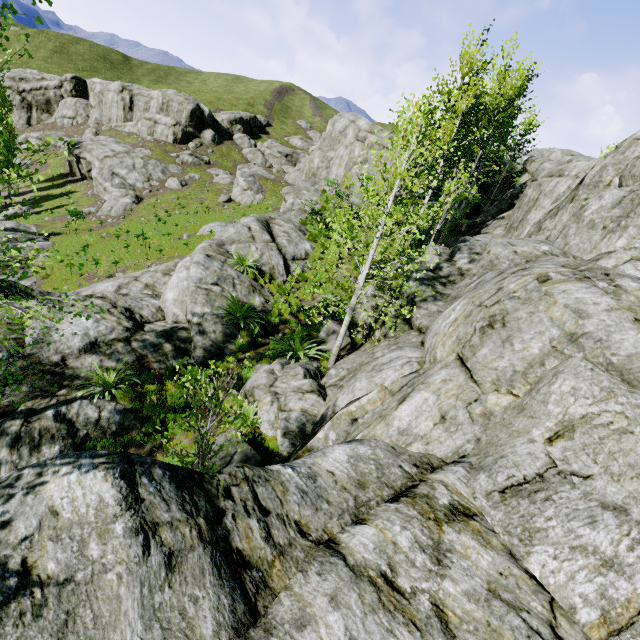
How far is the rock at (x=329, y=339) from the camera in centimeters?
1106cm

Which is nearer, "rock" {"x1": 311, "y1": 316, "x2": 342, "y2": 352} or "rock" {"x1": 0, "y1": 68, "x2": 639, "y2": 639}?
"rock" {"x1": 0, "y1": 68, "x2": 639, "y2": 639}

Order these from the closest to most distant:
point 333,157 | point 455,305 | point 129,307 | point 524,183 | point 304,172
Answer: point 455,305 → point 129,307 → point 524,183 → point 333,157 → point 304,172

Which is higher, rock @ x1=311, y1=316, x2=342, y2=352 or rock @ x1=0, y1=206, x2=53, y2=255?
rock @ x1=311, y1=316, x2=342, y2=352

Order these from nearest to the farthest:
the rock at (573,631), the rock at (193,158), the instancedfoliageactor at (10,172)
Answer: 1. the rock at (573,631)
2. the instancedfoliageactor at (10,172)
3. the rock at (193,158)

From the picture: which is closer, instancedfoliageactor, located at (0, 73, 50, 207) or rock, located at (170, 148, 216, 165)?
instancedfoliageactor, located at (0, 73, 50, 207)

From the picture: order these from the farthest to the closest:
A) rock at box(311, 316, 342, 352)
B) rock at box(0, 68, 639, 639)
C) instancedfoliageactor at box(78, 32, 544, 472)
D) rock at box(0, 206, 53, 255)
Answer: rock at box(0, 206, 53, 255) < rock at box(311, 316, 342, 352) < instancedfoliageactor at box(78, 32, 544, 472) < rock at box(0, 68, 639, 639)
